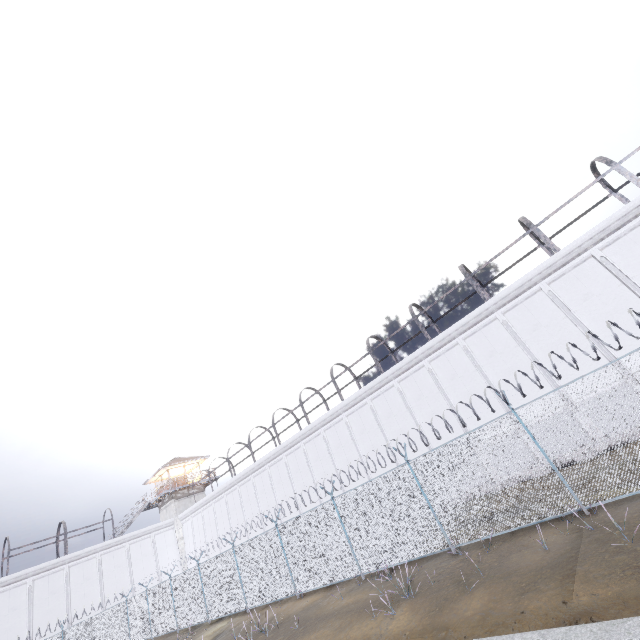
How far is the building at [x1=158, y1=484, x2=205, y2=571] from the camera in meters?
35.6 m

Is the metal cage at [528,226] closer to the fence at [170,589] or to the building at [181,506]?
the fence at [170,589]

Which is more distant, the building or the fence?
the building

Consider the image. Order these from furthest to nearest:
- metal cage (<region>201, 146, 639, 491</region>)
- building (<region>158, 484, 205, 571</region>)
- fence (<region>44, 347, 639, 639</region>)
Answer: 1. building (<region>158, 484, 205, 571</region>)
2. metal cage (<region>201, 146, 639, 491</region>)
3. fence (<region>44, 347, 639, 639</region>)

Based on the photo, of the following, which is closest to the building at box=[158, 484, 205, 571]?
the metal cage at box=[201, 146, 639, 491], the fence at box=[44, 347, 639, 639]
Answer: the fence at box=[44, 347, 639, 639]

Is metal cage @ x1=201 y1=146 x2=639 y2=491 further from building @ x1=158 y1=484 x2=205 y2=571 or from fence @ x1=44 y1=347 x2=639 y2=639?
building @ x1=158 y1=484 x2=205 y2=571

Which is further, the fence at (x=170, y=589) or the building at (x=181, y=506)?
the building at (x=181, y=506)

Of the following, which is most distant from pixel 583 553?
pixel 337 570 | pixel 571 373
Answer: pixel 571 373
